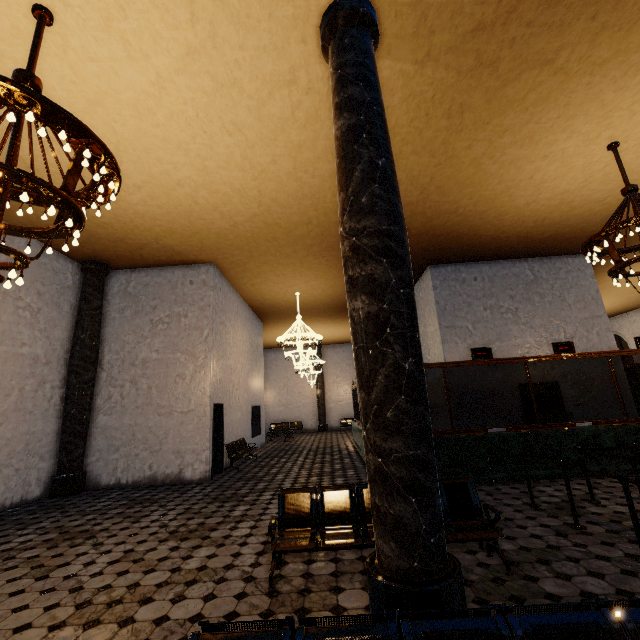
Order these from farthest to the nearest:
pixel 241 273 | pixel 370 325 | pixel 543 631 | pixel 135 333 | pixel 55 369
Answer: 1. pixel 241 273
2. pixel 135 333
3. pixel 55 369
4. pixel 370 325
5. pixel 543 631
